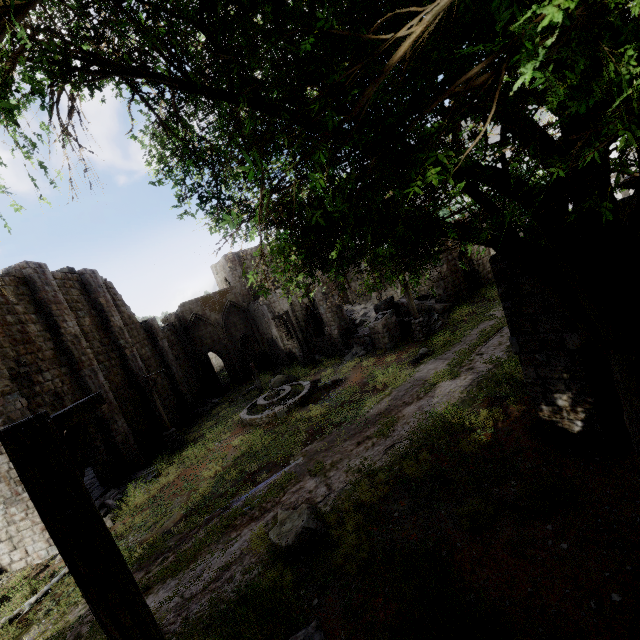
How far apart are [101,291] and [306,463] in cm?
1833

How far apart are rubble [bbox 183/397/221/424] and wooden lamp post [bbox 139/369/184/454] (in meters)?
6.44

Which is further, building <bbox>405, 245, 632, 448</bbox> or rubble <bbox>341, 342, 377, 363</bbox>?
rubble <bbox>341, 342, 377, 363</bbox>

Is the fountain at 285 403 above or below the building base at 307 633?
below

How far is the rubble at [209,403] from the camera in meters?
25.4

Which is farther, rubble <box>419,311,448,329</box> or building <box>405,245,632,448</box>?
rubble <box>419,311,448,329</box>

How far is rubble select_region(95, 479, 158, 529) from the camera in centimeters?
1312cm

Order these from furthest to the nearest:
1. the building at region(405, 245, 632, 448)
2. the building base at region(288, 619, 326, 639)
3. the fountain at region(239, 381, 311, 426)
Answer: the fountain at region(239, 381, 311, 426)
the building at region(405, 245, 632, 448)
the building base at region(288, 619, 326, 639)
